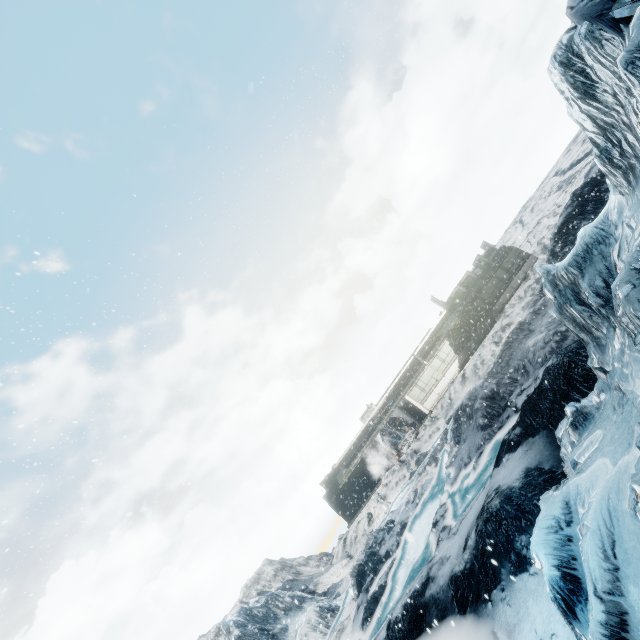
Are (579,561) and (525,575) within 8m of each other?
yes
